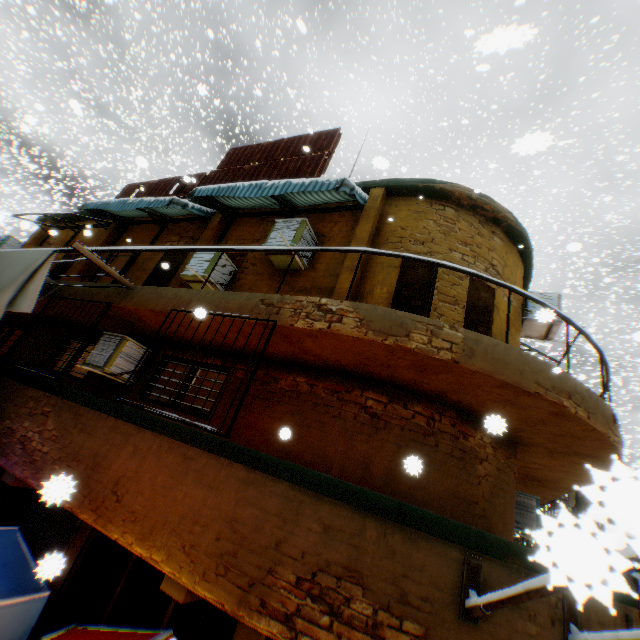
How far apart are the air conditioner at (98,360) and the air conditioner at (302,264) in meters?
2.7

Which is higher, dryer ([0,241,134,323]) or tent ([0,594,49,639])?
dryer ([0,241,134,323])

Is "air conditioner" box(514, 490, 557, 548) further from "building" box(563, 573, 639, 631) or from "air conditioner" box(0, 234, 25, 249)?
"air conditioner" box(0, 234, 25, 249)

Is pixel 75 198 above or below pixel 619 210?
below

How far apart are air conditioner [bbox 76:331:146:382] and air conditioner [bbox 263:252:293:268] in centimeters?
275cm

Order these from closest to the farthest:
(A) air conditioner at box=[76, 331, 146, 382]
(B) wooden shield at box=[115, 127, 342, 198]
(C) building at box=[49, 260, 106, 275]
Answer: (A) air conditioner at box=[76, 331, 146, 382] → (B) wooden shield at box=[115, 127, 342, 198] → (C) building at box=[49, 260, 106, 275]

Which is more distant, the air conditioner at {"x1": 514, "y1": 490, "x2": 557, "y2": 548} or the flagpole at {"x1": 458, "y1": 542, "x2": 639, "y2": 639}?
the air conditioner at {"x1": 514, "y1": 490, "x2": 557, "y2": 548}
